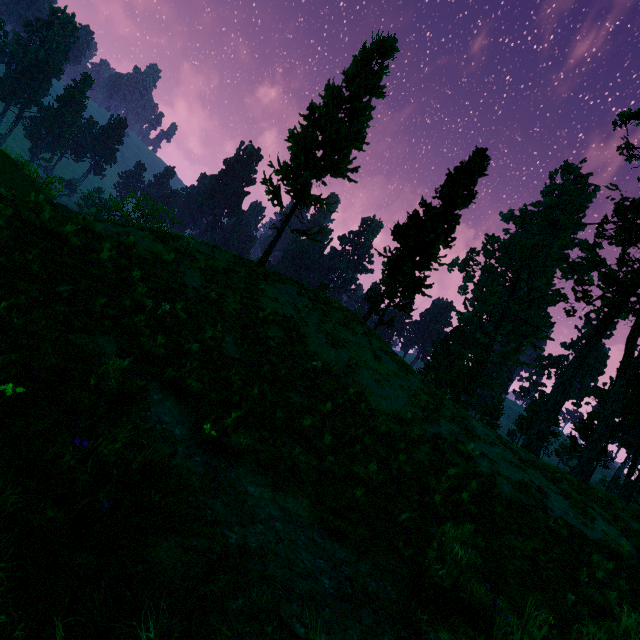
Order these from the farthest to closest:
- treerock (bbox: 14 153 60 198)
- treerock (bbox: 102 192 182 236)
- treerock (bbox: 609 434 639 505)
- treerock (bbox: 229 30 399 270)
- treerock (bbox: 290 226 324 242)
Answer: treerock (bbox: 609 434 639 505) → treerock (bbox: 14 153 60 198) → treerock (bbox: 290 226 324 242) → treerock (bbox: 229 30 399 270) → treerock (bbox: 102 192 182 236)

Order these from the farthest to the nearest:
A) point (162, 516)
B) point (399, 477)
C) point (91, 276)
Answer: point (399, 477) < point (91, 276) < point (162, 516)

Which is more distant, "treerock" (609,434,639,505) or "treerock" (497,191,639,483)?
"treerock" (609,434,639,505)

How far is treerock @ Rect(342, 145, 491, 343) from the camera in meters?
23.1

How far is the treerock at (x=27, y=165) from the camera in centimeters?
2605cm

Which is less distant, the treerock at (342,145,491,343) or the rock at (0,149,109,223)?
the rock at (0,149,109,223)
